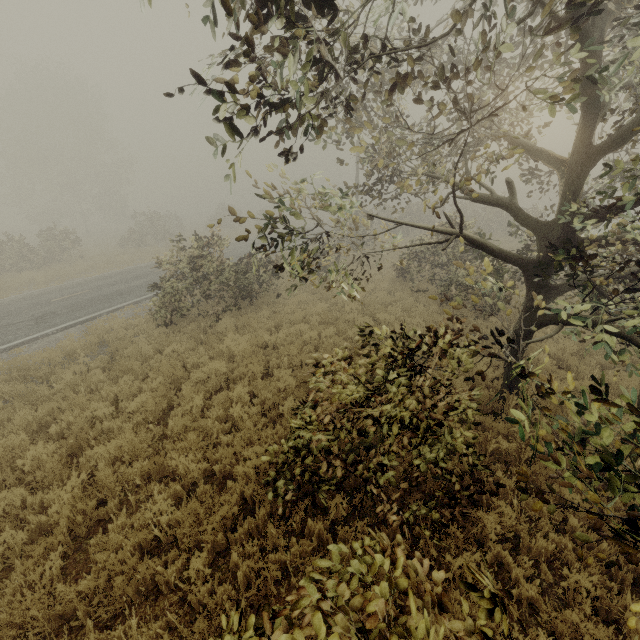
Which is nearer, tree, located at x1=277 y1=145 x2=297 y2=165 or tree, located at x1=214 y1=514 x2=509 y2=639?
tree, located at x1=214 y1=514 x2=509 y2=639

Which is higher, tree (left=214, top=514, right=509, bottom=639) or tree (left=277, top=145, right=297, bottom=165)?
tree (left=277, top=145, right=297, bottom=165)

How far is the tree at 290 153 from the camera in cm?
331

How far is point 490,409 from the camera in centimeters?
695cm

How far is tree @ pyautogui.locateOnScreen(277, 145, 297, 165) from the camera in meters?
3.3 m

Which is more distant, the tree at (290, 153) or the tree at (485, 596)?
the tree at (290, 153)
